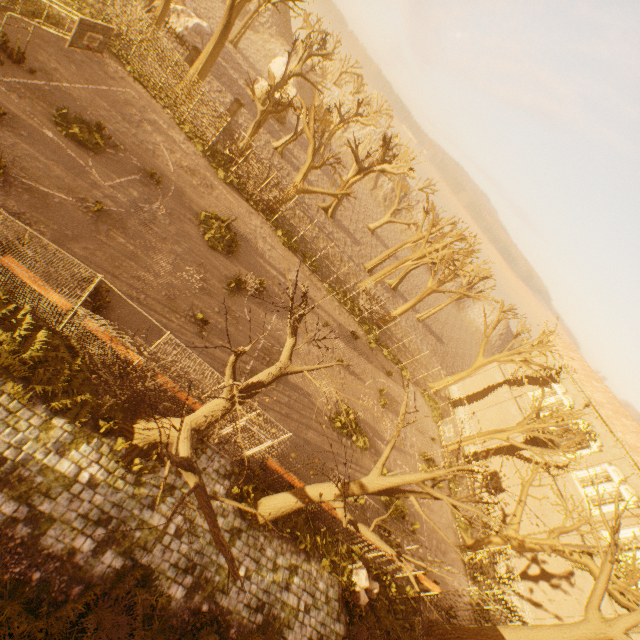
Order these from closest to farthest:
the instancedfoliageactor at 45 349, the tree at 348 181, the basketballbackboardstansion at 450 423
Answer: the instancedfoliageactor at 45 349, the basketballbackboardstansion at 450 423, the tree at 348 181

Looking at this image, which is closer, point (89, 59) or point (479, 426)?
point (89, 59)

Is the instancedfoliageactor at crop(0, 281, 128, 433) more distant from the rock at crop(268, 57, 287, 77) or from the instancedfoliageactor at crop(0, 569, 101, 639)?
the rock at crop(268, 57, 287, 77)

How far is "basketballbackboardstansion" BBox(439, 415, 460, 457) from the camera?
19.38m

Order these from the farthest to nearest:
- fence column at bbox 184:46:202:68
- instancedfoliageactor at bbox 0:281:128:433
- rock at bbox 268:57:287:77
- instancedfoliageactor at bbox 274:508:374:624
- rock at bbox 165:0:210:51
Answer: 1. rock at bbox 268:57:287:77
2. rock at bbox 165:0:210:51
3. fence column at bbox 184:46:202:68
4. instancedfoliageactor at bbox 274:508:374:624
5. instancedfoliageactor at bbox 0:281:128:433

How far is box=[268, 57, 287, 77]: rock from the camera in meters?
49.9 m

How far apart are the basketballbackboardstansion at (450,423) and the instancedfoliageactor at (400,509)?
3.8 meters

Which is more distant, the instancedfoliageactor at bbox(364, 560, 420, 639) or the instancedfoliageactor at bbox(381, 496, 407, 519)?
the instancedfoliageactor at bbox(381, 496, 407, 519)
